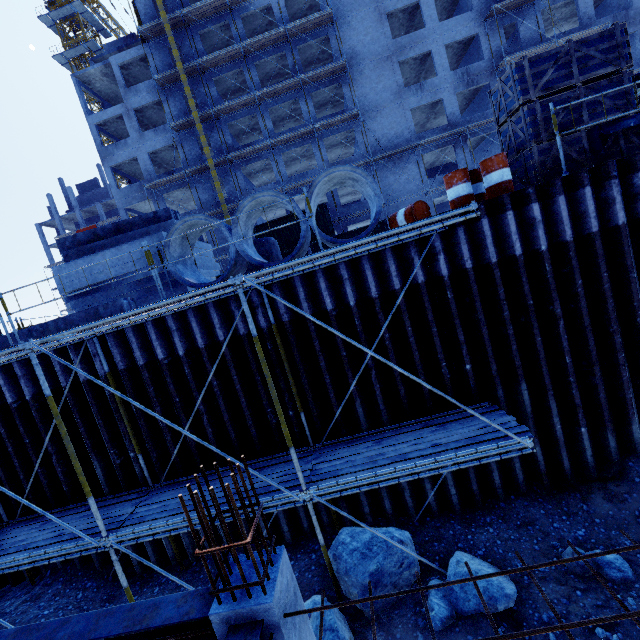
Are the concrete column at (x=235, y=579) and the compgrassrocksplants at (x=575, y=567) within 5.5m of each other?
yes

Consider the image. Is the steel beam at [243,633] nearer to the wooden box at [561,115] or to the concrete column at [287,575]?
the concrete column at [287,575]

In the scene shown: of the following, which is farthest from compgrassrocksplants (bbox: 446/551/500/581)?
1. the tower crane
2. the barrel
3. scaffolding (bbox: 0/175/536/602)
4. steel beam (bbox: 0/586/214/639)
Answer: the tower crane

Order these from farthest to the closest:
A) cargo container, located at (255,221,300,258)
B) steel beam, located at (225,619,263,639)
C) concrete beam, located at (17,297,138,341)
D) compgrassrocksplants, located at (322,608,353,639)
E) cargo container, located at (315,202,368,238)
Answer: cargo container, located at (255,221,300,258) → cargo container, located at (315,202,368,238) → concrete beam, located at (17,297,138,341) → compgrassrocksplants, located at (322,608,353,639) → steel beam, located at (225,619,263,639)

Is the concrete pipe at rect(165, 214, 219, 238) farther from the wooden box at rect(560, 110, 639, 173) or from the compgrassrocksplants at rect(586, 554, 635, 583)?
the compgrassrocksplants at rect(586, 554, 635, 583)

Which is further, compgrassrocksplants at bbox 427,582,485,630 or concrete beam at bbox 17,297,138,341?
concrete beam at bbox 17,297,138,341

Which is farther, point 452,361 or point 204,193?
point 204,193

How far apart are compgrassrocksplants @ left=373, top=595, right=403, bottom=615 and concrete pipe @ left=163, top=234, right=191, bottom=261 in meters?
5.7
